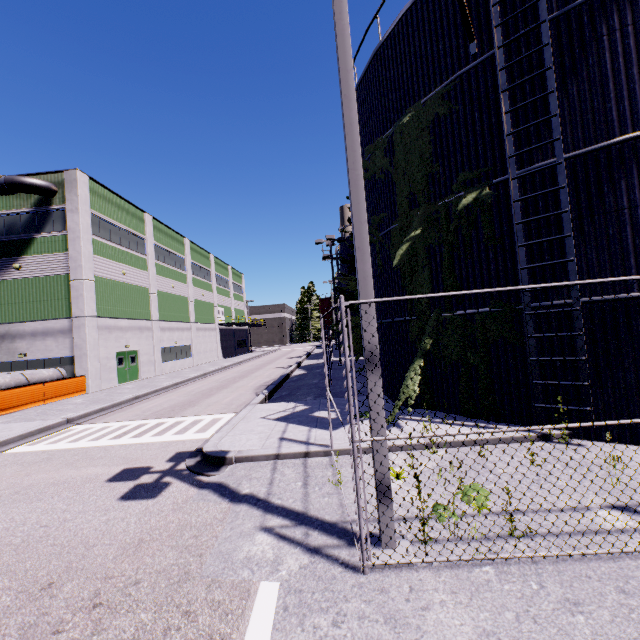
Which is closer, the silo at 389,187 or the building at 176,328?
the silo at 389,187

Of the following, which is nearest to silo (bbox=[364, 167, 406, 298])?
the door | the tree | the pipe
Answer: the tree

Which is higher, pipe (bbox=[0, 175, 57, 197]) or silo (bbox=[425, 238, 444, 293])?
pipe (bbox=[0, 175, 57, 197])

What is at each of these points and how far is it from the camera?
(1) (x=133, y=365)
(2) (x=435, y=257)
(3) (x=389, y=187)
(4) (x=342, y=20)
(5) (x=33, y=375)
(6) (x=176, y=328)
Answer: (1) door, 26.4 meters
(2) silo, 9.2 meters
(3) silo, 10.8 meters
(4) light, 4.1 meters
(5) concrete pipe stack, 18.7 meters
(6) building, 33.9 meters

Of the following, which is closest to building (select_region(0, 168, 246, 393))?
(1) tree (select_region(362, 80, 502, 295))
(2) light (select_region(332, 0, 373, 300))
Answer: (1) tree (select_region(362, 80, 502, 295))

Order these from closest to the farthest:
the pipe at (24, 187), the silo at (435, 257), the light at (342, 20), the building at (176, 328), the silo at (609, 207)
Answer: the light at (342, 20) < the silo at (609, 207) < the silo at (435, 257) < the pipe at (24, 187) < the building at (176, 328)

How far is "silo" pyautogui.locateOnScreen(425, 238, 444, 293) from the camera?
9.0 meters

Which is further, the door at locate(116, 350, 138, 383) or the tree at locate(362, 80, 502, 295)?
the door at locate(116, 350, 138, 383)
